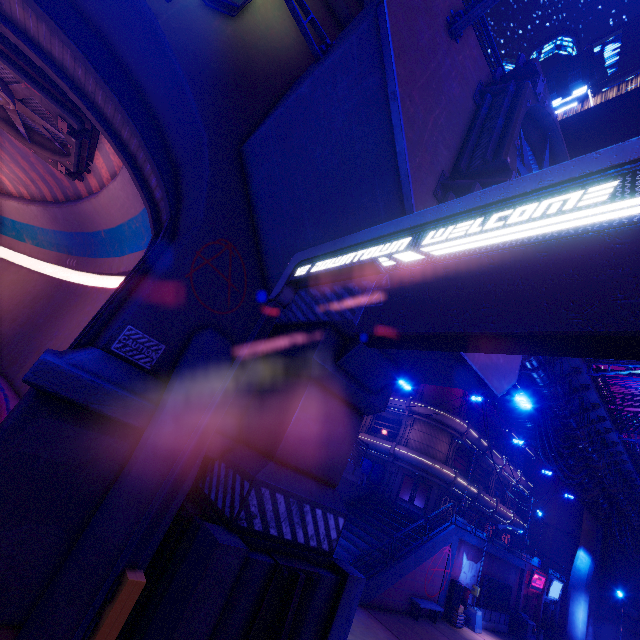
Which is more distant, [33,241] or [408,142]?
[33,241]

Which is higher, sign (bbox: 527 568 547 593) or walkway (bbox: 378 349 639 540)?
walkway (bbox: 378 349 639 540)

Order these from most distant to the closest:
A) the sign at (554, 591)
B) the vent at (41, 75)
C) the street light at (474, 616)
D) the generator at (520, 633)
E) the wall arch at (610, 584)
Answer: the wall arch at (610, 584) < the sign at (554, 591) < the generator at (520, 633) < the street light at (474, 616) < the vent at (41, 75)

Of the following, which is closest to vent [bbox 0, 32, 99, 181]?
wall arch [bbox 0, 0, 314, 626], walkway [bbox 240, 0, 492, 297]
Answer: wall arch [bbox 0, 0, 314, 626]

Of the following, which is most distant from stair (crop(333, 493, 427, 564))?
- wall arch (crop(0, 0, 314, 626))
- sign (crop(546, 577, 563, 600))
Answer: sign (crop(546, 577, 563, 600))

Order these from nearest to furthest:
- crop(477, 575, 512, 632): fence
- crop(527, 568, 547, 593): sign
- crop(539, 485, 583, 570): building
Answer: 1. crop(477, 575, 512, 632): fence
2. crop(527, 568, 547, 593): sign
3. crop(539, 485, 583, 570): building

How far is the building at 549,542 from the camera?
36.53m

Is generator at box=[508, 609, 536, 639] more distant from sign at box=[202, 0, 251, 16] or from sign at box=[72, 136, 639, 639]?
sign at box=[202, 0, 251, 16]
